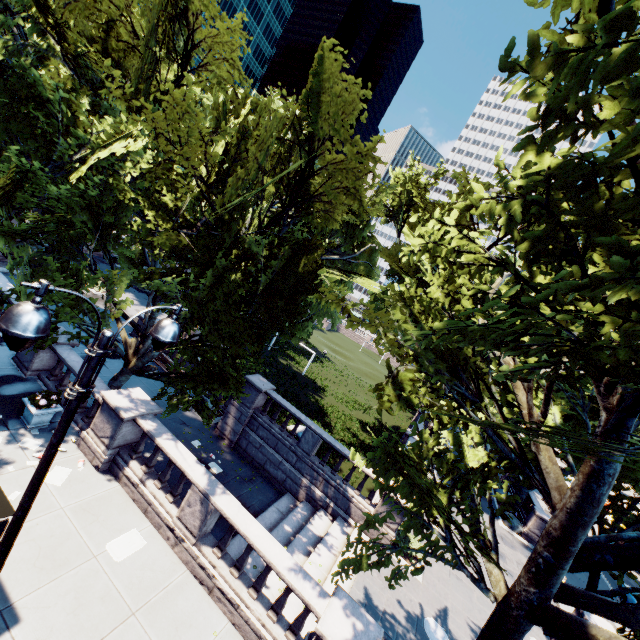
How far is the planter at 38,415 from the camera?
10.4 meters

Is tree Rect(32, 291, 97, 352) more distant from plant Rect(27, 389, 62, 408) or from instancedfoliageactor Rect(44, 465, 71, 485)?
instancedfoliageactor Rect(44, 465, 71, 485)

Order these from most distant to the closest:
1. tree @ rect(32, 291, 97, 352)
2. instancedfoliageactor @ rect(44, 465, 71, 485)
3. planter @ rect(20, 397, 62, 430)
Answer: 1. tree @ rect(32, 291, 97, 352)
2. planter @ rect(20, 397, 62, 430)
3. instancedfoliageactor @ rect(44, 465, 71, 485)

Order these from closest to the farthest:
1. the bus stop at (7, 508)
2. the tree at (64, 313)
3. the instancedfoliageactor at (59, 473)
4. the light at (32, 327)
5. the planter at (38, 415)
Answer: the light at (32, 327)
the bus stop at (7, 508)
the instancedfoliageactor at (59, 473)
the planter at (38, 415)
the tree at (64, 313)

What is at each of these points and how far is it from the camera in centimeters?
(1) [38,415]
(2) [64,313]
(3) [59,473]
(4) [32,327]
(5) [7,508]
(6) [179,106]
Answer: (1) planter, 1054cm
(2) tree, 1234cm
(3) instancedfoliageactor, 974cm
(4) light, 344cm
(5) bus stop, 615cm
(6) tree, 932cm

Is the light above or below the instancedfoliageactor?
above

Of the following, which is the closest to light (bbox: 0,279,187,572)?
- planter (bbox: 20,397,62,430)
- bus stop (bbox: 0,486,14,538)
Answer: bus stop (bbox: 0,486,14,538)

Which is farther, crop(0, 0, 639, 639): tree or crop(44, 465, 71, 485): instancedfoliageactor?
crop(44, 465, 71, 485): instancedfoliageactor
